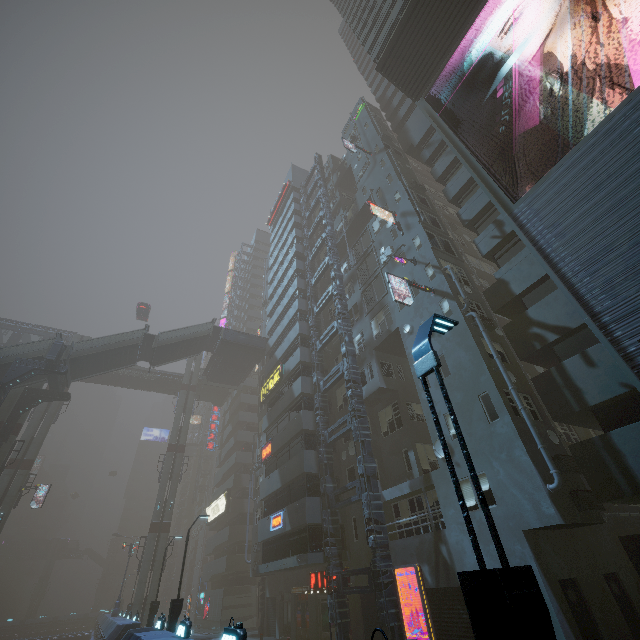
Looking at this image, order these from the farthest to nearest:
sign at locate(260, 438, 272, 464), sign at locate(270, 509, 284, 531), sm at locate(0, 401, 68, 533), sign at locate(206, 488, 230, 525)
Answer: sign at locate(206, 488, 230, 525) < sign at locate(260, 438, 272, 464) < sm at locate(0, 401, 68, 533) < sign at locate(270, 509, 284, 531)

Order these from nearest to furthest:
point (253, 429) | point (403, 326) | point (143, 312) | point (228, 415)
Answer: point (403, 326) < point (143, 312) < point (253, 429) < point (228, 415)

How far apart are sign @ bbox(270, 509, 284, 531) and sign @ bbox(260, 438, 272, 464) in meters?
4.4

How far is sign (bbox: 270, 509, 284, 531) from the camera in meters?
22.9

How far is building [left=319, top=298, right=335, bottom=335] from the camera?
30.7 meters

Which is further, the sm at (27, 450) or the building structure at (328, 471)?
the sm at (27, 450)

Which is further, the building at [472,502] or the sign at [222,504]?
the sign at [222,504]

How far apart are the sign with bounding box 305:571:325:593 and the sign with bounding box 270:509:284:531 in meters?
3.7 m
